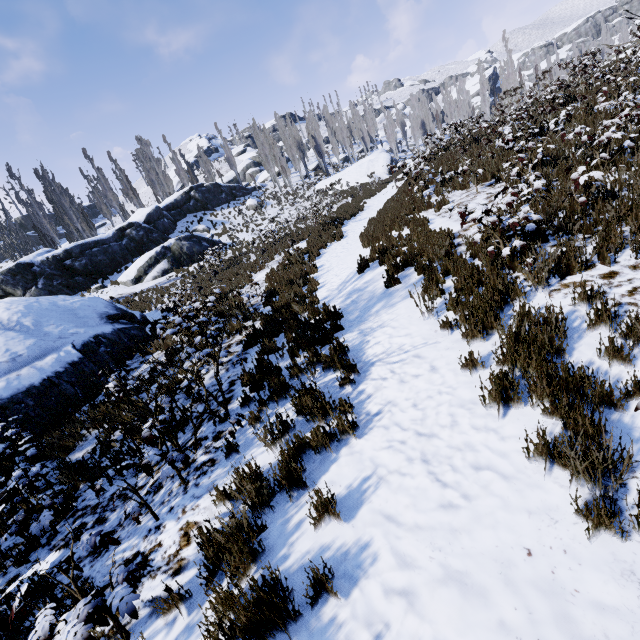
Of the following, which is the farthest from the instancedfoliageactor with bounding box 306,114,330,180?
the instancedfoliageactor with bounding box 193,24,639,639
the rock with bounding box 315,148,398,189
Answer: the instancedfoliageactor with bounding box 193,24,639,639

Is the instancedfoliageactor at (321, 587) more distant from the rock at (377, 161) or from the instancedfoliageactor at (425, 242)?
the rock at (377, 161)

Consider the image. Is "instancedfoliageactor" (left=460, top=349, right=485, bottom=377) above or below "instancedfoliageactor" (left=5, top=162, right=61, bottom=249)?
below

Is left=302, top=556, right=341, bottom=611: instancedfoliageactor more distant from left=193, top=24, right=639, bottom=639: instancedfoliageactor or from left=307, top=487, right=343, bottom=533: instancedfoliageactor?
left=193, top=24, right=639, bottom=639: instancedfoliageactor

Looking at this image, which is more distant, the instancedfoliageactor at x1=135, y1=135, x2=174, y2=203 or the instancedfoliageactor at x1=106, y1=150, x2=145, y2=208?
the instancedfoliageactor at x1=135, y1=135, x2=174, y2=203

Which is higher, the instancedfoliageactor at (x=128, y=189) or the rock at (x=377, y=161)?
the instancedfoliageactor at (x=128, y=189)

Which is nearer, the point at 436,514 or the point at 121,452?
the point at 436,514
